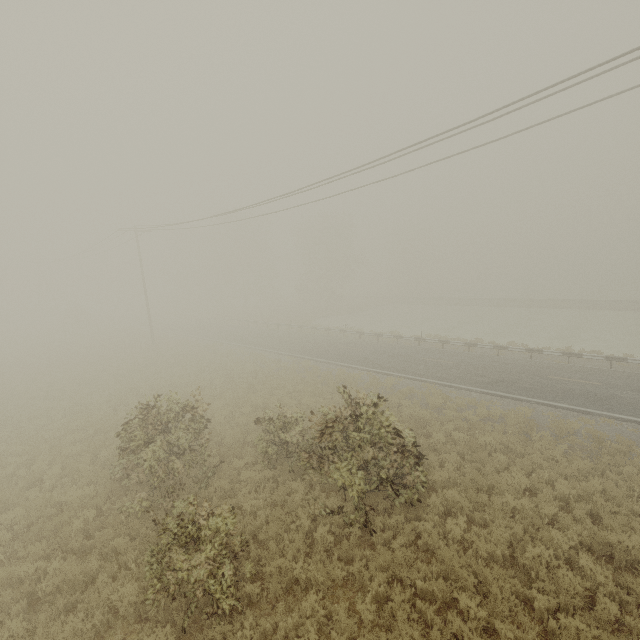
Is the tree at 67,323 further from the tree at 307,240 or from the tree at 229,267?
the tree at 307,240

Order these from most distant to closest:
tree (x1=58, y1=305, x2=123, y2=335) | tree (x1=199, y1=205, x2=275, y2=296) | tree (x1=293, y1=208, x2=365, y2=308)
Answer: tree (x1=199, y1=205, x2=275, y2=296)
tree (x1=293, y1=208, x2=365, y2=308)
tree (x1=58, y1=305, x2=123, y2=335)

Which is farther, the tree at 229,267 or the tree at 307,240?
the tree at 229,267

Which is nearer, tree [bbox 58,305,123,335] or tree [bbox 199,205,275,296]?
tree [bbox 58,305,123,335]

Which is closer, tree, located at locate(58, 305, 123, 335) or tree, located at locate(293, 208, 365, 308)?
tree, located at locate(58, 305, 123, 335)

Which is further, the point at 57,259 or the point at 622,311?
the point at 57,259

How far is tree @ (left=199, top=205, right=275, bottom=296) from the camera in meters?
53.8

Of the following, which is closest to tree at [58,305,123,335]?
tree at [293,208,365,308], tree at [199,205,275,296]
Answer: tree at [199,205,275,296]
